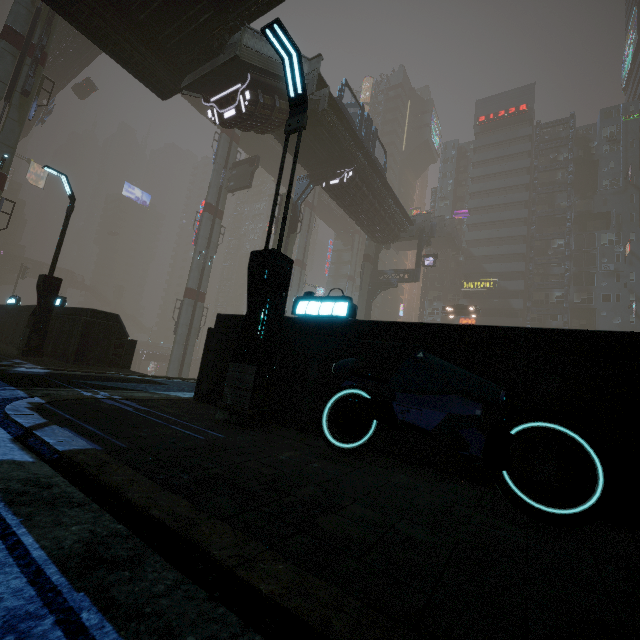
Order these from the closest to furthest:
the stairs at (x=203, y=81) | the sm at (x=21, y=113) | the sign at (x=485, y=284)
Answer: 1. the stairs at (x=203, y=81)
2. the sm at (x=21, y=113)
3. the sign at (x=485, y=284)

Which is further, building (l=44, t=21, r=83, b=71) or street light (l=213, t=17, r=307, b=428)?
building (l=44, t=21, r=83, b=71)

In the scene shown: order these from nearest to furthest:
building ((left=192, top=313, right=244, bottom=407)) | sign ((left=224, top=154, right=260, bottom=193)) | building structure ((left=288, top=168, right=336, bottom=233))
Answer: building ((left=192, top=313, right=244, bottom=407)), building structure ((left=288, top=168, right=336, bottom=233)), sign ((left=224, top=154, right=260, bottom=193))

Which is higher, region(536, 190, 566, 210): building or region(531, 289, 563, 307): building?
region(536, 190, 566, 210): building

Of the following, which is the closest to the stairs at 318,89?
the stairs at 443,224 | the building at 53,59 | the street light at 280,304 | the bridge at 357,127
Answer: the bridge at 357,127

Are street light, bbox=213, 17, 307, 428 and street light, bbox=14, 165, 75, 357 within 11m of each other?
yes

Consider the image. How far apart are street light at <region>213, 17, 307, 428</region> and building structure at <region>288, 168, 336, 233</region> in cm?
1985

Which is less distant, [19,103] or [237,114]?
[237,114]
